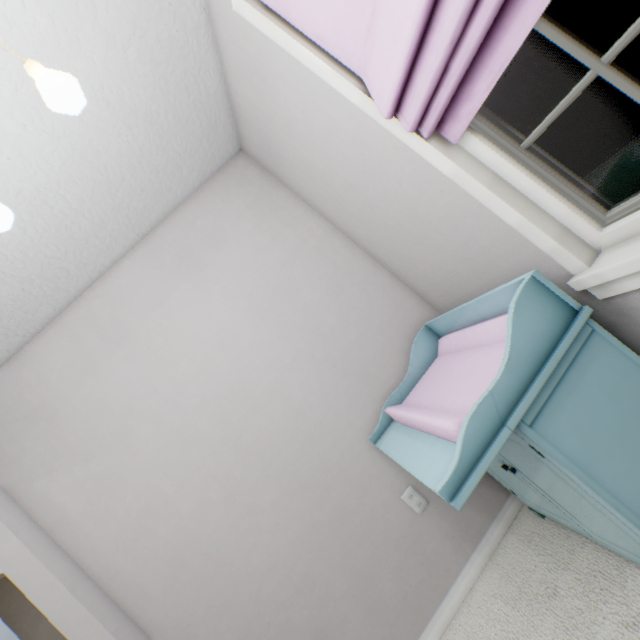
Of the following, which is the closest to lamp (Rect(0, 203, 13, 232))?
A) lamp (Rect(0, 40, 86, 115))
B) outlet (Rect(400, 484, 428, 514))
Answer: lamp (Rect(0, 40, 86, 115))

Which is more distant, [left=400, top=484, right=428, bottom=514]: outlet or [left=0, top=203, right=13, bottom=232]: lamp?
[left=400, top=484, right=428, bottom=514]: outlet

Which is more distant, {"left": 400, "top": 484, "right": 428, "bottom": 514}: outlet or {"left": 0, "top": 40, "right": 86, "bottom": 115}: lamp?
{"left": 400, "top": 484, "right": 428, "bottom": 514}: outlet

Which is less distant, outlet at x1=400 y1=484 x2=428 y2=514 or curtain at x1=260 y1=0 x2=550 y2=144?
curtain at x1=260 y1=0 x2=550 y2=144

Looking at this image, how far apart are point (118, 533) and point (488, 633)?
1.72m

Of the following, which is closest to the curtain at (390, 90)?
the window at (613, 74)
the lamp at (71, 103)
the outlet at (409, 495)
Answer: the window at (613, 74)

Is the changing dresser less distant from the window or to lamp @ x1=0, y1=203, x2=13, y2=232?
the window

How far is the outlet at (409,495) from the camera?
1.6m
